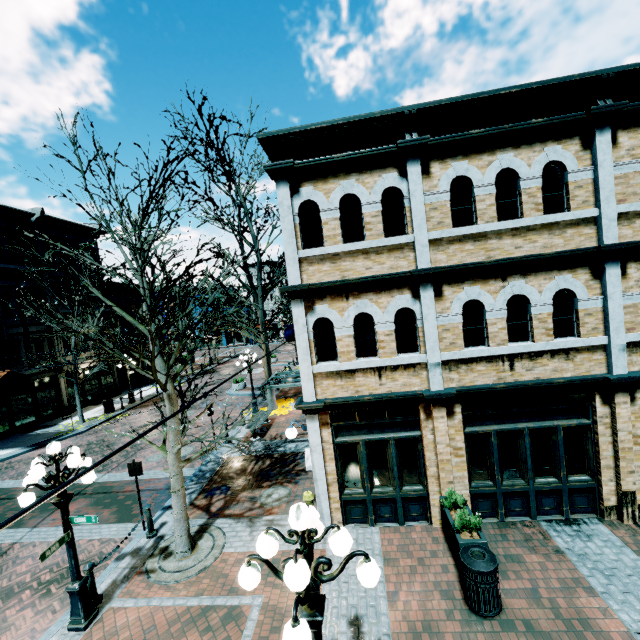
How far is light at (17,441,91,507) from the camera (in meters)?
5.62

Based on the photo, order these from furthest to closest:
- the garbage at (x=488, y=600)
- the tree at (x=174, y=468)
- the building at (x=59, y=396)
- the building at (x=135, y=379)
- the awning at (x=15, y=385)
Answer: the building at (x=135, y=379) → the building at (x=59, y=396) → the awning at (x=15, y=385) → the tree at (x=174, y=468) → the garbage at (x=488, y=600)

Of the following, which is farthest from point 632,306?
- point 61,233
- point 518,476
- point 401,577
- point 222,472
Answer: point 61,233

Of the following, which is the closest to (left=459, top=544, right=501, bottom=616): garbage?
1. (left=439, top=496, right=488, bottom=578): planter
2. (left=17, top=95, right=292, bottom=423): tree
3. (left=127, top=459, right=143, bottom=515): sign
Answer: (left=439, top=496, right=488, bottom=578): planter

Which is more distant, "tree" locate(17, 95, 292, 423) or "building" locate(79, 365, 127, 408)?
"building" locate(79, 365, 127, 408)

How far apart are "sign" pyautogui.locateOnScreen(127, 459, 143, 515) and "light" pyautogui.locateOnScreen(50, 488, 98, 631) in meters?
2.1 m

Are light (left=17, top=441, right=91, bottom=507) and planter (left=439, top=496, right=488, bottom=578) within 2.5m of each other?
no

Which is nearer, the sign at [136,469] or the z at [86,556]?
the z at [86,556]
